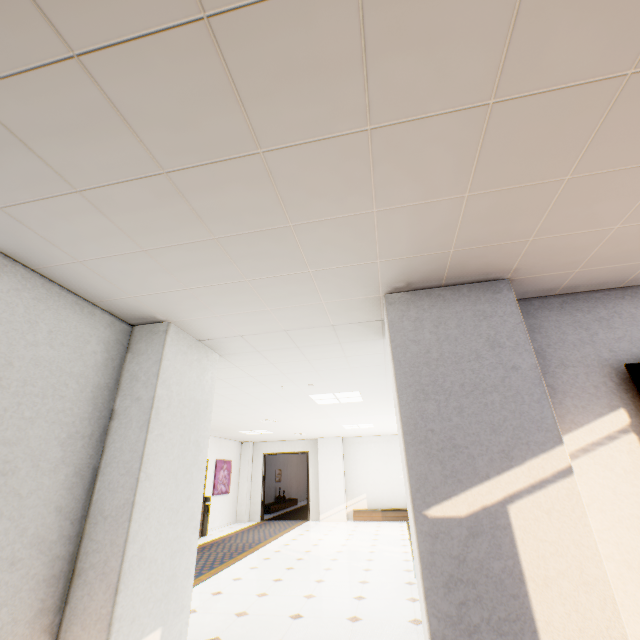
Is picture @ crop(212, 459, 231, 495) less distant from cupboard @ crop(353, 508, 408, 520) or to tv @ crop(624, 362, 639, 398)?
cupboard @ crop(353, 508, 408, 520)

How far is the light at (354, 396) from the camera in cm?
607

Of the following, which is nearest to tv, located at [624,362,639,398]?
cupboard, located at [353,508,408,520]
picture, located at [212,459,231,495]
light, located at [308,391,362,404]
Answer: light, located at [308,391,362,404]

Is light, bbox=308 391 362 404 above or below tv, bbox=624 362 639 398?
above

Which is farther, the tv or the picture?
the picture

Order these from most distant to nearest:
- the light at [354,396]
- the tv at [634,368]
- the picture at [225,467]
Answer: the picture at [225,467] < the light at [354,396] < the tv at [634,368]

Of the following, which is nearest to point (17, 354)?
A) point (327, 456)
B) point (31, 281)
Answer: point (31, 281)
